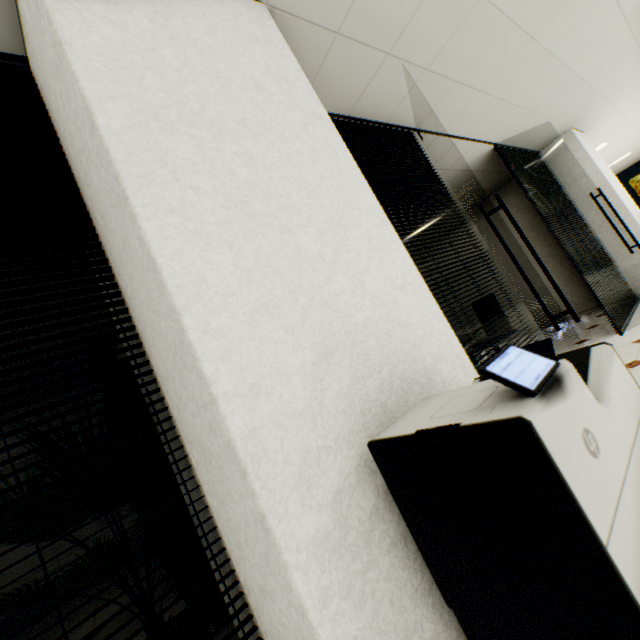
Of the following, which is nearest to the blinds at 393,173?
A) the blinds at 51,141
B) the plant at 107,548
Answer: the blinds at 51,141

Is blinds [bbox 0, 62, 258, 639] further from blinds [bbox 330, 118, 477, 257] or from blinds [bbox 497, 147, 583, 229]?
blinds [bbox 497, 147, 583, 229]

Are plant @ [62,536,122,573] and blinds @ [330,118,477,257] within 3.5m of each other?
yes

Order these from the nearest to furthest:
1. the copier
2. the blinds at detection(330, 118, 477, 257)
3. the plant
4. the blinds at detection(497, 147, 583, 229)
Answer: the copier → the plant → the blinds at detection(330, 118, 477, 257) → the blinds at detection(497, 147, 583, 229)

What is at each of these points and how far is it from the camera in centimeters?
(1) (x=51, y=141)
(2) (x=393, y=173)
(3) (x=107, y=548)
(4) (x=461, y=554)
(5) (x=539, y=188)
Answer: (1) blinds, 134cm
(2) blinds, 276cm
(3) plant, 183cm
(4) copier, 65cm
(5) blinds, 496cm

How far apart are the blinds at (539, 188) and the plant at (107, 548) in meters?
5.5 m

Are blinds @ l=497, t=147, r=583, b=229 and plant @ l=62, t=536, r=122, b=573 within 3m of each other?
no

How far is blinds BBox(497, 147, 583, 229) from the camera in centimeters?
454cm
